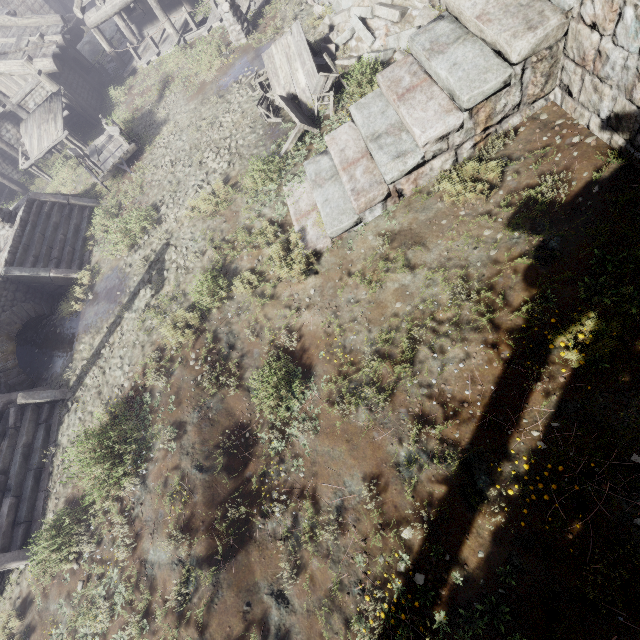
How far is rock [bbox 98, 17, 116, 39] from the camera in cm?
2253

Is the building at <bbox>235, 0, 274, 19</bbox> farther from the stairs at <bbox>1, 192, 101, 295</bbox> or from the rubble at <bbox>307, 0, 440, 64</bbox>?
the stairs at <bbox>1, 192, 101, 295</bbox>

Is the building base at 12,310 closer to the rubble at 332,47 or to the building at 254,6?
the building at 254,6

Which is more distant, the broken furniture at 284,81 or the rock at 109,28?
the rock at 109,28

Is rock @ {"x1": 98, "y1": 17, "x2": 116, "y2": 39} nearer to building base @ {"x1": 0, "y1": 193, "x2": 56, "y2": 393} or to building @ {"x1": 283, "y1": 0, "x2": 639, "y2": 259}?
building @ {"x1": 283, "y1": 0, "x2": 639, "y2": 259}

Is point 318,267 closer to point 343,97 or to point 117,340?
point 343,97

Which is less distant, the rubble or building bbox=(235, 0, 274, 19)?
the rubble

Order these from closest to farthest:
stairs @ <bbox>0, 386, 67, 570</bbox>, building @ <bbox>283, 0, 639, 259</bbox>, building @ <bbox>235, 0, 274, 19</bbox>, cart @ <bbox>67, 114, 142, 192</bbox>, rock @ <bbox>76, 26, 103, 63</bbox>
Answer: building @ <bbox>283, 0, 639, 259</bbox>, stairs @ <bbox>0, 386, 67, 570</bbox>, cart @ <bbox>67, 114, 142, 192</bbox>, building @ <bbox>235, 0, 274, 19</bbox>, rock @ <bbox>76, 26, 103, 63</bbox>
